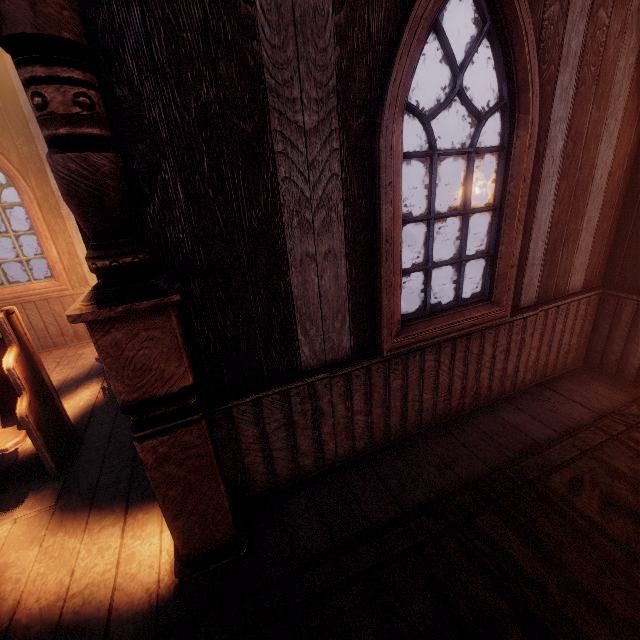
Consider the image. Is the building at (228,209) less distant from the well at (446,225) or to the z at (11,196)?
the z at (11,196)

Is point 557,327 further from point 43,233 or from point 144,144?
point 43,233

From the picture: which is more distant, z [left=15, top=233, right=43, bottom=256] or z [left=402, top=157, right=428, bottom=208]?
z [left=402, top=157, right=428, bottom=208]

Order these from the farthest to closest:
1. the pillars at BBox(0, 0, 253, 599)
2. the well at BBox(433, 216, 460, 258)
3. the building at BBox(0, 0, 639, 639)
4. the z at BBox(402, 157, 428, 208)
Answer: the z at BBox(402, 157, 428, 208) → the well at BBox(433, 216, 460, 258) → the building at BBox(0, 0, 639, 639) → the pillars at BBox(0, 0, 253, 599)

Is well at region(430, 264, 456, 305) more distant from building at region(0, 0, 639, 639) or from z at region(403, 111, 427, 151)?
building at region(0, 0, 639, 639)

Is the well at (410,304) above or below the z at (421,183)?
below

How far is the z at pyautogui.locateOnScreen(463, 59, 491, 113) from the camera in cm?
2742
